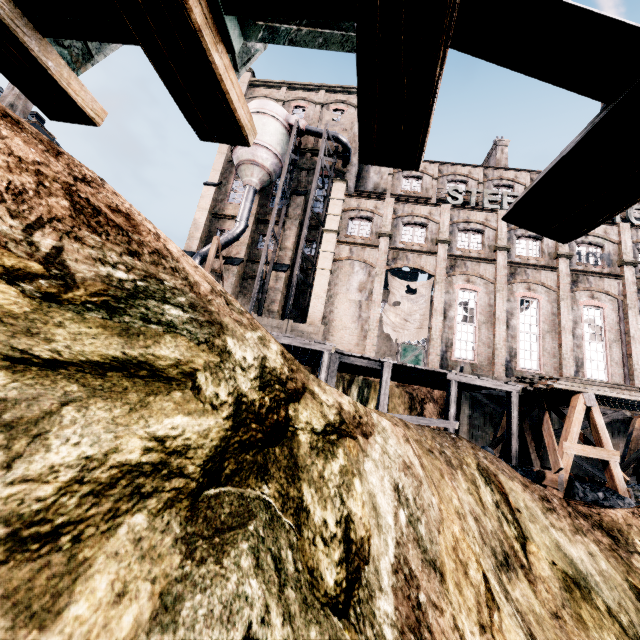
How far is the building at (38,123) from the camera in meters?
22.3

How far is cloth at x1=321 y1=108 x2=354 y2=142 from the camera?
34.8m

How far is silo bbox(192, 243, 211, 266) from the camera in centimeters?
2775cm

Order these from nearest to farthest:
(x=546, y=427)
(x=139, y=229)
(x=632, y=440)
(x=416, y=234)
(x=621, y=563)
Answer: (x=139, y=229), (x=621, y=563), (x=546, y=427), (x=632, y=440), (x=416, y=234)

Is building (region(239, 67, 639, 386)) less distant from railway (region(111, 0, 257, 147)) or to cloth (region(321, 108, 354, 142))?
cloth (region(321, 108, 354, 142))

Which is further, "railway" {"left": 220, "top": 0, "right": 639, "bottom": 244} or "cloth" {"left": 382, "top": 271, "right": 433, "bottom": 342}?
"cloth" {"left": 382, "top": 271, "right": 433, "bottom": 342}

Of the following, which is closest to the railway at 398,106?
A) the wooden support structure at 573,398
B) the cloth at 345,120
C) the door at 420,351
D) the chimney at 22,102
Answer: the wooden support structure at 573,398

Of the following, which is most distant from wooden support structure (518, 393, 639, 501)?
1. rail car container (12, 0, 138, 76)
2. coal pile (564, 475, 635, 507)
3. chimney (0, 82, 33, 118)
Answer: chimney (0, 82, 33, 118)
